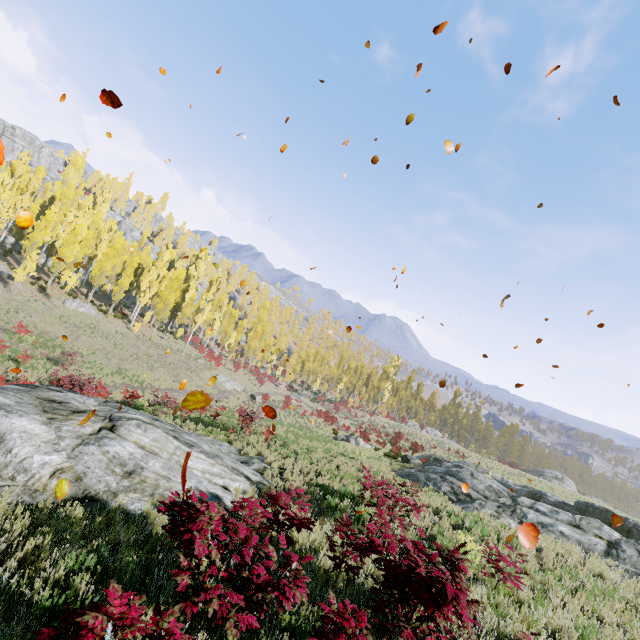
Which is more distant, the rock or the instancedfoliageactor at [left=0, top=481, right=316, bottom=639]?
the rock

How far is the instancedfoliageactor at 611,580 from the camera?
9.0 meters

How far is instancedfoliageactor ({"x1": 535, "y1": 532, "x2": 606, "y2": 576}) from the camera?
9.85m

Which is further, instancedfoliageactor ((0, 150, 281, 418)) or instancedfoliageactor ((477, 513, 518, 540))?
instancedfoliageactor ((0, 150, 281, 418))

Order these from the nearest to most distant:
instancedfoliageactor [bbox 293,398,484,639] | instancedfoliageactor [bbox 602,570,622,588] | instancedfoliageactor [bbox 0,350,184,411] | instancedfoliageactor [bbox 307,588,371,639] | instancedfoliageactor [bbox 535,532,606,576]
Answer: instancedfoliageactor [bbox 307,588,371,639] < instancedfoliageactor [bbox 293,398,484,639] < instancedfoliageactor [bbox 602,570,622,588] < instancedfoliageactor [bbox 535,532,606,576] < instancedfoliageactor [bbox 0,350,184,411]

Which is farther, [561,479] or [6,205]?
[561,479]

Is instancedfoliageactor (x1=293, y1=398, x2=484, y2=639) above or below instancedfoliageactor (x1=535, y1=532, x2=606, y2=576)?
above
